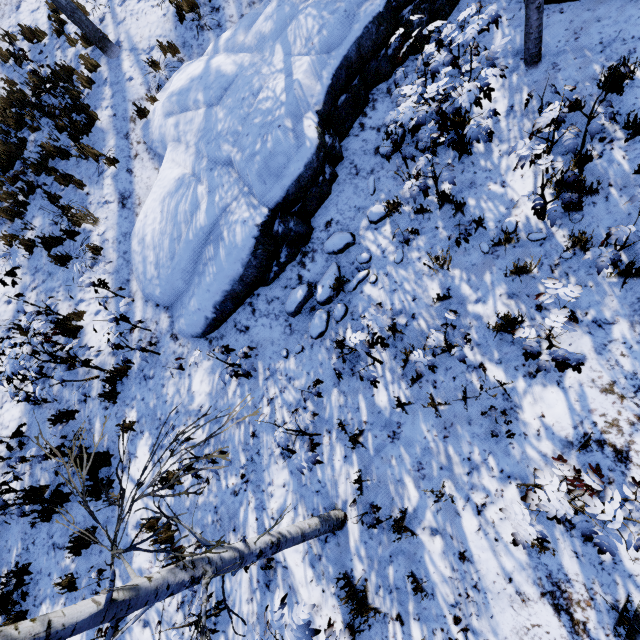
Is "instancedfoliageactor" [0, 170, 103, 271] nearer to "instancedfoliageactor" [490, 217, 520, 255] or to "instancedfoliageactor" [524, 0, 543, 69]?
"instancedfoliageactor" [490, 217, 520, 255]

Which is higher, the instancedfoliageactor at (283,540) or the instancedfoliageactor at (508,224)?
the instancedfoliageactor at (283,540)

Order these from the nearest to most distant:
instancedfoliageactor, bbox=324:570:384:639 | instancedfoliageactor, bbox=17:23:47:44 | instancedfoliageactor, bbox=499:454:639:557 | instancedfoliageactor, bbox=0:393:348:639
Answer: instancedfoliageactor, bbox=0:393:348:639 < instancedfoliageactor, bbox=499:454:639:557 < instancedfoliageactor, bbox=324:570:384:639 < instancedfoliageactor, bbox=17:23:47:44

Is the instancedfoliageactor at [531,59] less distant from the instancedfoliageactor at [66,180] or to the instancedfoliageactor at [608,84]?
the instancedfoliageactor at [66,180]

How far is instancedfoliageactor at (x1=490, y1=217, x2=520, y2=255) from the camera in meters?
4.1 m

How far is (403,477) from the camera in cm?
397

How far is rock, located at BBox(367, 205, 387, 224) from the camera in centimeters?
507cm

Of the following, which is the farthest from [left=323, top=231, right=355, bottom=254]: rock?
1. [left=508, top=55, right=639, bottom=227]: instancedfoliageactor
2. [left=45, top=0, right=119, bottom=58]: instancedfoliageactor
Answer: [left=508, top=55, right=639, bottom=227]: instancedfoliageactor
